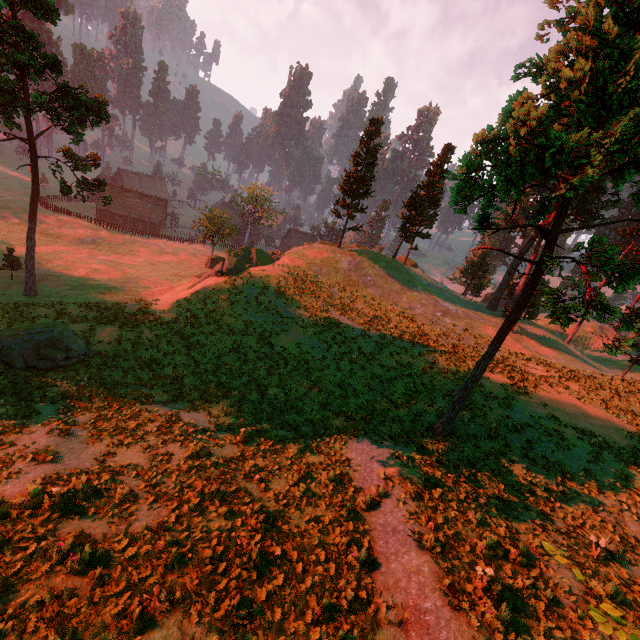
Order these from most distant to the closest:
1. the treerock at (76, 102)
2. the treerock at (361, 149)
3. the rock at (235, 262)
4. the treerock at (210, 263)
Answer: the treerock at (210, 263) < the treerock at (361, 149) < the rock at (235, 262) < the treerock at (76, 102)

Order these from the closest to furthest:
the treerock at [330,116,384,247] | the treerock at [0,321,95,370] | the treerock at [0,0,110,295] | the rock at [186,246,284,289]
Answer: the treerock at [0,321,95,370] → the treerock at [0,0,110,295] → the rock at [186,246,284,289] → the treerock at [330,116,384,247]

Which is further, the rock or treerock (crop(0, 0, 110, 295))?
the rock

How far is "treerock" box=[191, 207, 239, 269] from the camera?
54.25m

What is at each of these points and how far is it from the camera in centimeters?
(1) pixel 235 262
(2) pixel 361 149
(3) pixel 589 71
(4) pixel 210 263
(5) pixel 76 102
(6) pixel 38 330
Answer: (1) rock, 3444cm
(2) treerock, 4003cm
(3) treerock, 1030cm
(4) treerock, 5497cm
(5) treerock, 2397cm
(6) treerock, 2055cm

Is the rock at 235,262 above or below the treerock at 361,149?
below

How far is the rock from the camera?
34.1m
